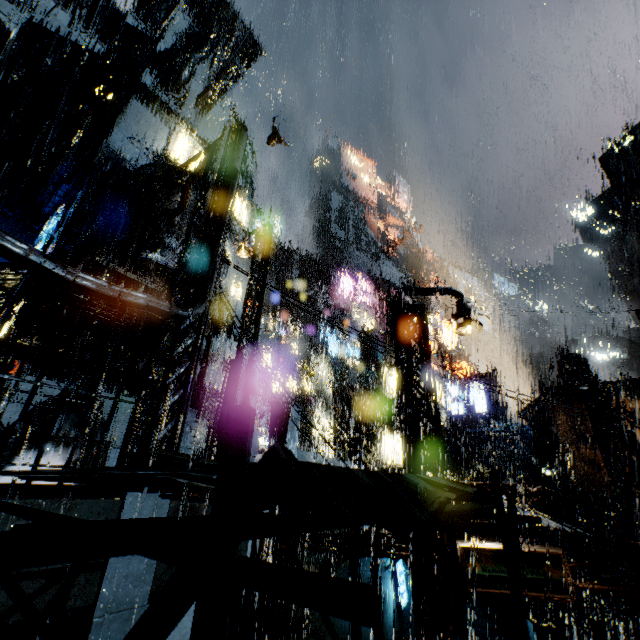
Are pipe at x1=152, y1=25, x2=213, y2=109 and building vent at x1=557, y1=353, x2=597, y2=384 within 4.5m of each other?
no

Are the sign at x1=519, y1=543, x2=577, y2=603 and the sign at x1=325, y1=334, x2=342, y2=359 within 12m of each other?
no

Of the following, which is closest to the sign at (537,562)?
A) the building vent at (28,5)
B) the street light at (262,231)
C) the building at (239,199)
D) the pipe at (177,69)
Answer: the building at (239,199)

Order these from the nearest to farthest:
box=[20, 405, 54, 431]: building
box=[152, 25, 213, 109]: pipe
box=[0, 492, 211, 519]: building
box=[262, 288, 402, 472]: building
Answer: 1. box=[0, 492, 211, 519]: building
2. box=[20, 405, 54, 431]: building
3. box=[152, 25, 213, 109]: pipe
4. box=[262, 288, 402, 472]: building

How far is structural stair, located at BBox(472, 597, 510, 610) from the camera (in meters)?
19.45

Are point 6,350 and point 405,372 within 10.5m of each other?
yes

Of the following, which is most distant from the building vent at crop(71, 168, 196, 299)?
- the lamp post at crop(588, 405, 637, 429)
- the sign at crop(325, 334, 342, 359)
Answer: the lamp post at crop(588, 405, 637, 429)

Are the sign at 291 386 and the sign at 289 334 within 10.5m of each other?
yes
